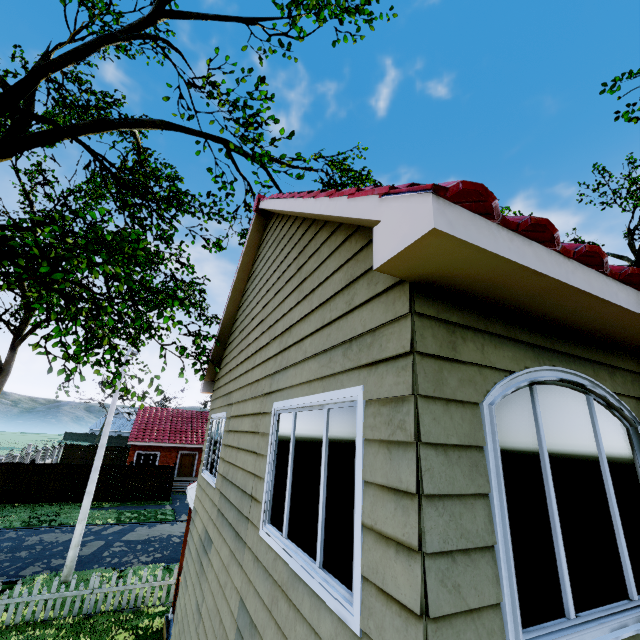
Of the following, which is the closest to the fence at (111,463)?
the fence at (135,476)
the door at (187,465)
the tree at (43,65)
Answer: the fence at (135,476)

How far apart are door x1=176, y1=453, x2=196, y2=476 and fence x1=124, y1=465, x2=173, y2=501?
6.3 meters

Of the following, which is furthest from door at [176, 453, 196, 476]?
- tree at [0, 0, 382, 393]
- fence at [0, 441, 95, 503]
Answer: tree at [0, 0, 382, 393]

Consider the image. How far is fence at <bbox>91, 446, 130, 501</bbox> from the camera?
22.2 meters

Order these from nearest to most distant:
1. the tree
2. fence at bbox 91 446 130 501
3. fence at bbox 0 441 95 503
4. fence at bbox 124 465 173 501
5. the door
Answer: the tree, fence at bbox 0 441 95 503, fence at bbox 91 446 130 501, fence at bbox 124 465 173 501, the door

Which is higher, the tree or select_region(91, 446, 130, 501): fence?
the tree

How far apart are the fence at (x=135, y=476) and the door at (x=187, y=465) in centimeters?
630cm

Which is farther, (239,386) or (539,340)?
(239,386)
